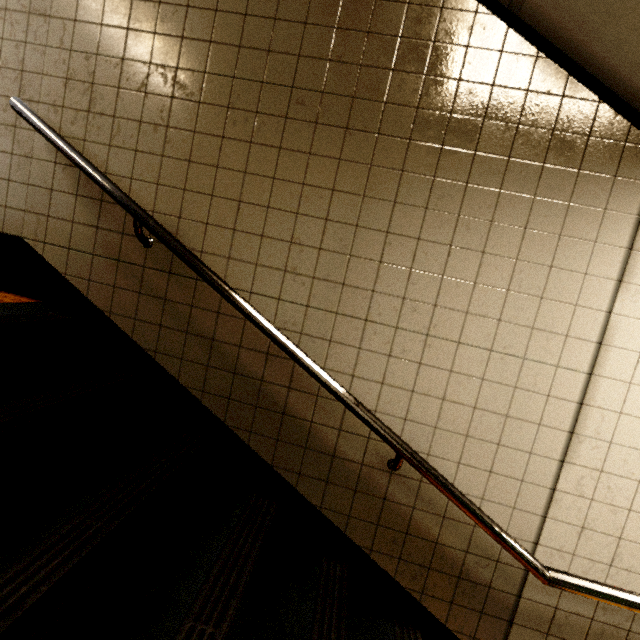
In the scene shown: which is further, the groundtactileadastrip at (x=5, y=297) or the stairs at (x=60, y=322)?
the groundtactileadastrip at (x=5, y=297)

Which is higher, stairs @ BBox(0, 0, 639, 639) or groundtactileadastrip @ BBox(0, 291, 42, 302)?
groundtactileadastrip @ BBox(0, 291, 42, 302)

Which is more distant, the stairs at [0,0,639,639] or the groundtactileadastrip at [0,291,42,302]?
the groundtactileadastrip at [0,291,42,302]

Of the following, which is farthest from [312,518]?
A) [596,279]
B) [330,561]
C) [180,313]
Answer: [596,279]

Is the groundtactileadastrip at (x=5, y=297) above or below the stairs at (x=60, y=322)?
above
